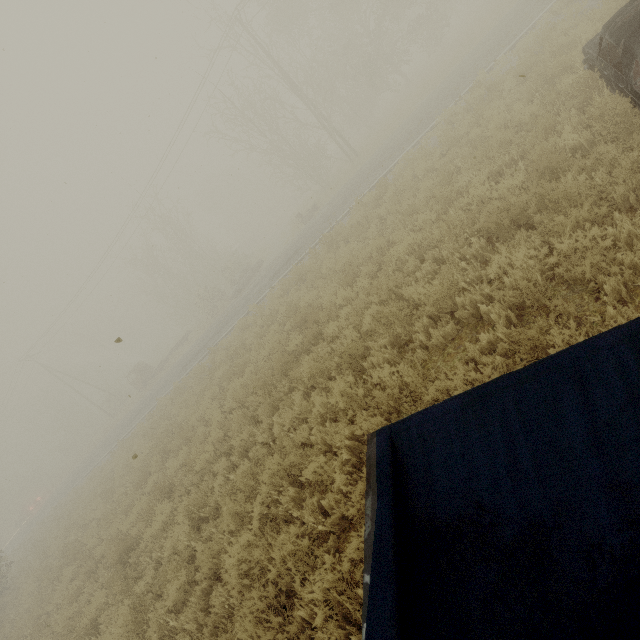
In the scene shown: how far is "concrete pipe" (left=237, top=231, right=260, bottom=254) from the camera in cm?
5046

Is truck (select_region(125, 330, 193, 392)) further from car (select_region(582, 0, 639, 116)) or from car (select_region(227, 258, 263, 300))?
car (select_region(582, 0, 639, 116))

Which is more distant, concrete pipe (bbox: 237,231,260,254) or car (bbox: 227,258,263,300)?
concrete pipe (bbox: 237,231,260,254)

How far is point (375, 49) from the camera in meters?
24.4 m

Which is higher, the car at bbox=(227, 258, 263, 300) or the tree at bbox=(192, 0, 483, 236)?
the tree at bbox=(192, 0, 483, 236)

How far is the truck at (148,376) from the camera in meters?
32.8 m

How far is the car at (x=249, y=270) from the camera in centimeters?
2661cm

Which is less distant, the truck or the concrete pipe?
the truck
